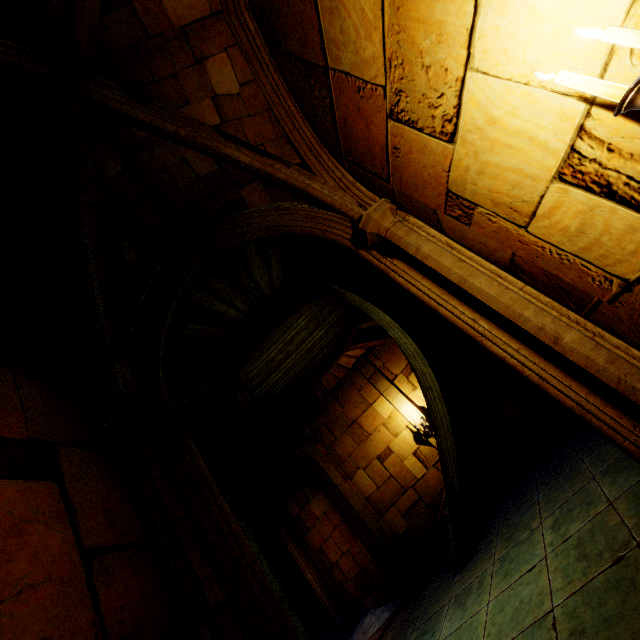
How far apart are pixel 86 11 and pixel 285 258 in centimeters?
378cm
